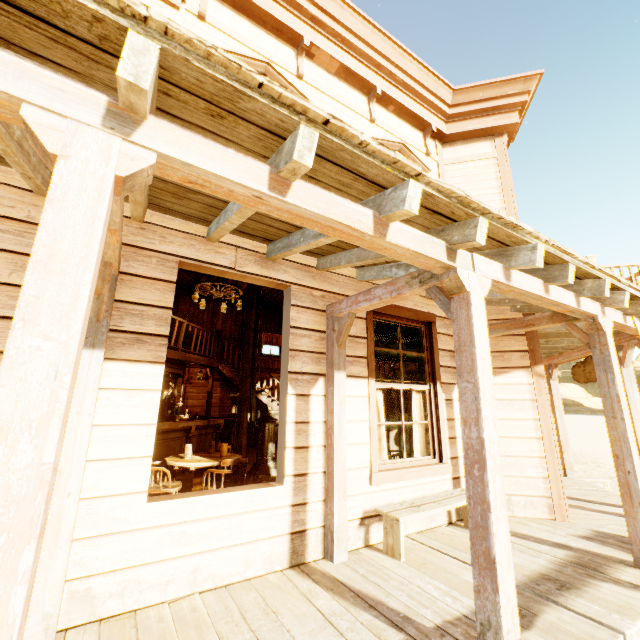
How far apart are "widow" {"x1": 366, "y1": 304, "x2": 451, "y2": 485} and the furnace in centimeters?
250cm

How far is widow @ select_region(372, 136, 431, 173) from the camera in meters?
5.3 m

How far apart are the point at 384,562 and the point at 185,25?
6.5 meters

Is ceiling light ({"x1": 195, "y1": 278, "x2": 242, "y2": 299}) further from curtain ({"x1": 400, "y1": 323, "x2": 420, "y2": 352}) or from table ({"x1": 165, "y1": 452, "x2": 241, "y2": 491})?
curtain ({"x1": 400, "y1": 323, "x2": 420, "y2": 352})

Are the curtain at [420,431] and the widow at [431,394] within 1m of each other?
yes

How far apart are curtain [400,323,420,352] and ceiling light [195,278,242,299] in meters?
5.3

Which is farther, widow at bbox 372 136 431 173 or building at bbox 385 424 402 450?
building at bbox 385 424 402 450

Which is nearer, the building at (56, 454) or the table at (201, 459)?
the building at (56, 454)
